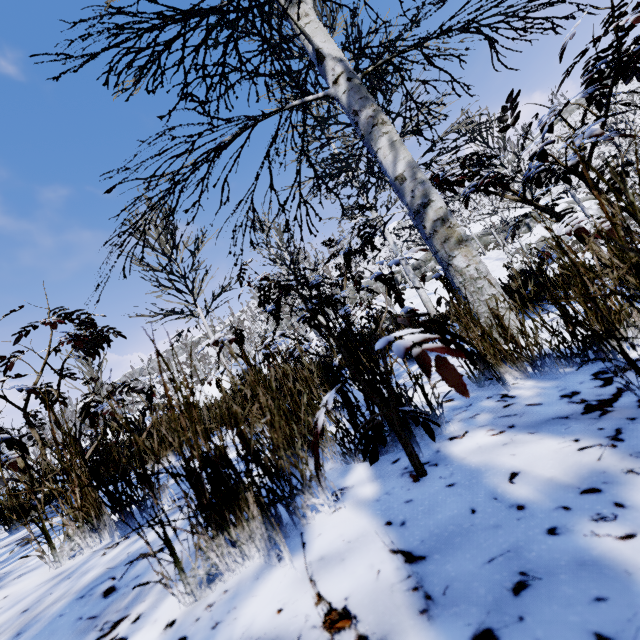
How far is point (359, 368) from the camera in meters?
0.9 m

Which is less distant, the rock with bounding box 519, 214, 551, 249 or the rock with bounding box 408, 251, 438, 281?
the rock with bounding box 519, 214, 551, 249

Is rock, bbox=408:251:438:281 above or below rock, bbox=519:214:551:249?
above

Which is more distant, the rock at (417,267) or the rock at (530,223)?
the rock at (417,267)

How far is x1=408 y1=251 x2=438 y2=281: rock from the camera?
39.3m

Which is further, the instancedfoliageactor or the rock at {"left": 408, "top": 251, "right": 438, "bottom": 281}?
the rock at {"left": 408, "top": 251, "right": 438, "bottom": 281}

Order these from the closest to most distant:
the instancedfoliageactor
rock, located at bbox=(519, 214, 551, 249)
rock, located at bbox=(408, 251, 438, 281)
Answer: the instancedfoliageactor < rock, located at bbox=(519, 214, 551, 249) < rock, located at bbox=(408, 251, 438, 281)

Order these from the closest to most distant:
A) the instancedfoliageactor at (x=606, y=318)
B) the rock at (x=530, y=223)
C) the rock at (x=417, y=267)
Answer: the instancedfoliageactor at (x=606, y=318)
the rock at (x=530, y=223)
the rock at (x=417, y=267)
